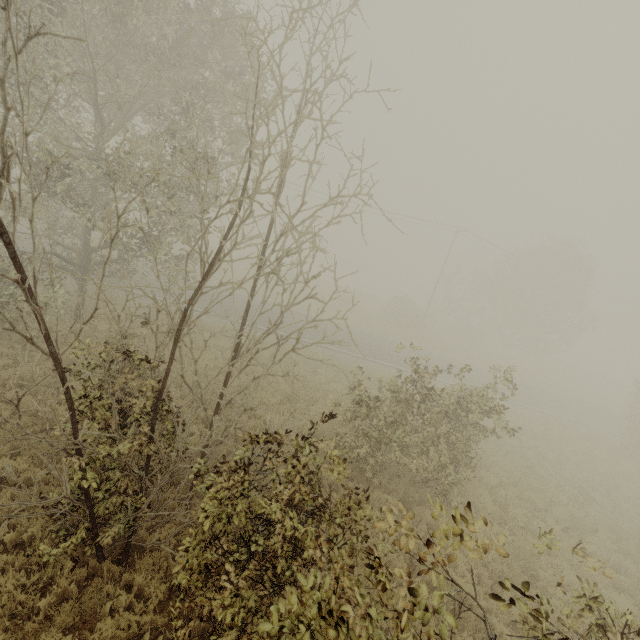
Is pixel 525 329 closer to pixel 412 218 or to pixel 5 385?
pixel 412 218

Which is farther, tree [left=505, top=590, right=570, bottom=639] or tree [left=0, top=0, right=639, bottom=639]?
tree [left=0, top=0, right=639, bottom=639]

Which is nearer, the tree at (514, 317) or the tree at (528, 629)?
the tree at (528, 629)
